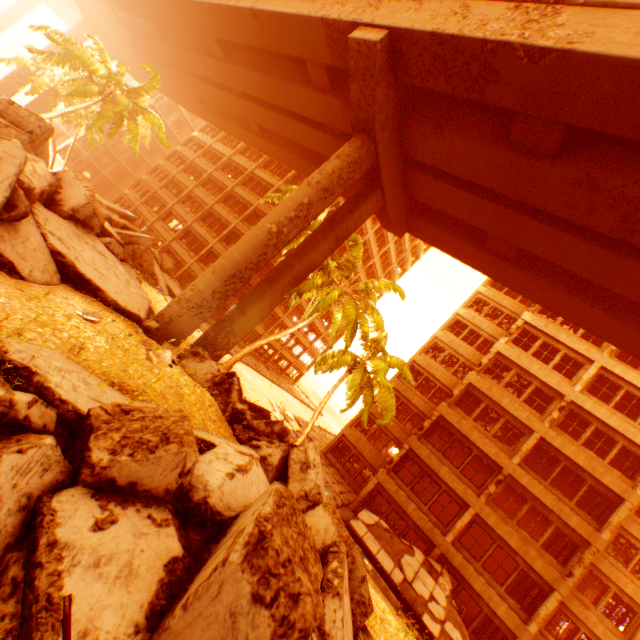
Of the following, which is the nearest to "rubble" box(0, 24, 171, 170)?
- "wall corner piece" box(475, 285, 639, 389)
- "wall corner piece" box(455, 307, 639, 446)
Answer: "wall corner piece" box(475, 285, 639, 389)

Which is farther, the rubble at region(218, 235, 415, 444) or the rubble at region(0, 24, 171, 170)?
the rubble at region(0, 24, 171, 170)

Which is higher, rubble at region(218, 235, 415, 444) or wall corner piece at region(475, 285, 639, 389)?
A: wall corner piece at region(475, 285, 639, 389)

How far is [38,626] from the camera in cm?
273

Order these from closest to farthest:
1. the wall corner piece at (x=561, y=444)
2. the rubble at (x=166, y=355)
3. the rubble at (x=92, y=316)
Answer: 1. the rubble at (x=92, y=316)
2. the rubble at (x=166, y=355)
3. the wall corner piece at (x=561, y=444)

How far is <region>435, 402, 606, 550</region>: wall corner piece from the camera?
16.9m

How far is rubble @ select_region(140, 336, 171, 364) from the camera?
9.9 meters

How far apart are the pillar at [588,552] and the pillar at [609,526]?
0.66m
